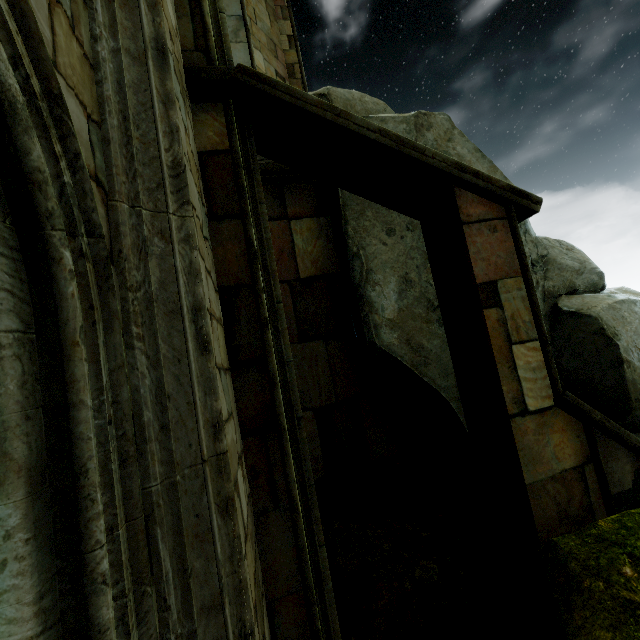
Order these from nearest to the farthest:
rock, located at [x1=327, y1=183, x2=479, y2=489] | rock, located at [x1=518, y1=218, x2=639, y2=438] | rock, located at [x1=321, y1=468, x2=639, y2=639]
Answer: rock, located at [x1=321, y1=468, x2=639, y2=639], rock, located at [x1=518, y1=218, x2=639, y2=438], rock, located at [x1=327, y1=183, x2=479, y2=489]

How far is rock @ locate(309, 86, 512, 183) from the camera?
5.8 meters

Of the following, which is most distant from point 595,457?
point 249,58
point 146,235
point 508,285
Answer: point 249,58

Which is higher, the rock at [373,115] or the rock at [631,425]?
the rock at [373,115]

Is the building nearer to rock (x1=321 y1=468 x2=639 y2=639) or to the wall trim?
rock (x1=321 y1=468 x2=639 y2=639)

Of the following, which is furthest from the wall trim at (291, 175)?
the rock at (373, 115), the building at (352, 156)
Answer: the building at (352, 156)
